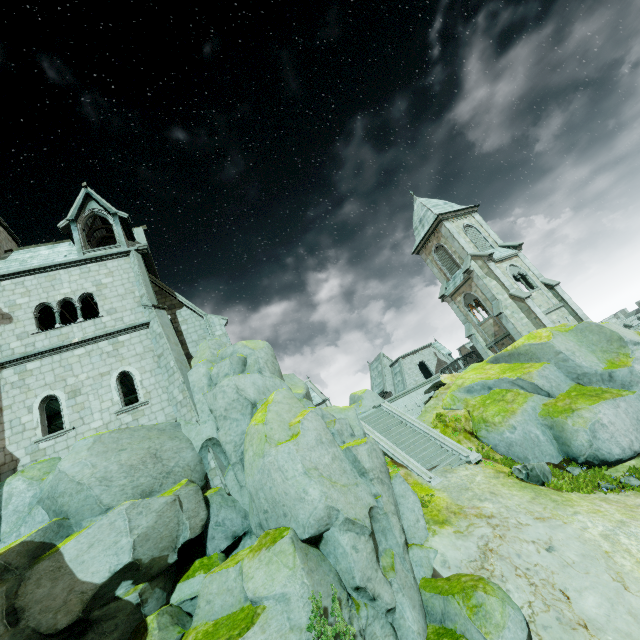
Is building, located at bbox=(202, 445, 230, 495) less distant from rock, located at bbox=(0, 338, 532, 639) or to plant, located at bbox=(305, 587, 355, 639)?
rock, located at bbox=(0, 338, 532, 639)

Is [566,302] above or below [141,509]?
above

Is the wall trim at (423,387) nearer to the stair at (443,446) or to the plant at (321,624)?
the stair at (443,446)

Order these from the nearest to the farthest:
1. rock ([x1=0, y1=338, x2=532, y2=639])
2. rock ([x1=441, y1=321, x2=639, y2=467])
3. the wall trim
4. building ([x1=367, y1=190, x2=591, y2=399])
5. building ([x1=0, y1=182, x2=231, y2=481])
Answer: rock ([x1=0, y1=338, x2=532, y2=639])
building ([x1=0, y1=182, x2=231, y2=481])
rock ([x1=441, y1=321, x2=639, y2=467])
the wall trim
building ([x1=367, y1=190, x2=591, y2=399])

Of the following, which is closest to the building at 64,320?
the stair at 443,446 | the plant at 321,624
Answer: the stair at 443,446

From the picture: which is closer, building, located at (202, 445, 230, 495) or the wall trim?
building, located at (202, 445, 230, 495)

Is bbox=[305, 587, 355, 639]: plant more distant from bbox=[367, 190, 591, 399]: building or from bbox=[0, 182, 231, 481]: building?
bbox=[367, 190, 591, 399]: building

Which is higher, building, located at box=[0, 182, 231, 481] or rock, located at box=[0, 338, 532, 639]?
building, located at box=[0, 182, 231, 481]
